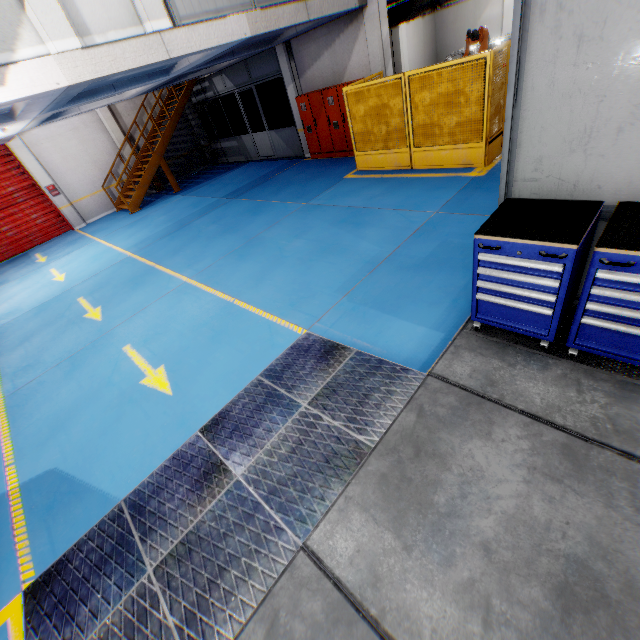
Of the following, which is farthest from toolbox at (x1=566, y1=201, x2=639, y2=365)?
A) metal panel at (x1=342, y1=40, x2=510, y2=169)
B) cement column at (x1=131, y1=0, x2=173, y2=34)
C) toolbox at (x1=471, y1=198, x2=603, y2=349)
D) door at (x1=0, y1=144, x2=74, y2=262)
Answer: door at (x1=0, y1=144, x2=74, y2=262)

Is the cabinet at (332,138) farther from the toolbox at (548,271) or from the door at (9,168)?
the door at (9,168)

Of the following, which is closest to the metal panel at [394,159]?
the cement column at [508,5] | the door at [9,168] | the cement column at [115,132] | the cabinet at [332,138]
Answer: the cement column at [508,5]

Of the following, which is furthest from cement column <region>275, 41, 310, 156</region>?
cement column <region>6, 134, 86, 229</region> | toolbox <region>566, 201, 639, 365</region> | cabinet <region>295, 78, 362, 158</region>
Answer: toolbox <region>566, 201, 639, 365</region>

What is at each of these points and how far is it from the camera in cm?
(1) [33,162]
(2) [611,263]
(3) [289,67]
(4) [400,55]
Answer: (1) cement column, 1348
(2) toolbox, 238
(3) cement column, 1179
(4) cement column, 1584

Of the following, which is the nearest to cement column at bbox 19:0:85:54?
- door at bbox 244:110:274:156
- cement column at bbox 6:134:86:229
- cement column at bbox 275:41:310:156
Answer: cement column at bbox 275:41:310:156

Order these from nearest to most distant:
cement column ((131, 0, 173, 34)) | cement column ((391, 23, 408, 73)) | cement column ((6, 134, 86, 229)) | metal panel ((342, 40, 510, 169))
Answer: cement column ((131, 0, 173, 34))
metal panel ((342, 40, 510, 169))
cement column ((6, 134, 86, 229))
cement column ((391, 23, 408, 73))

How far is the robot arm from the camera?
10.06m
